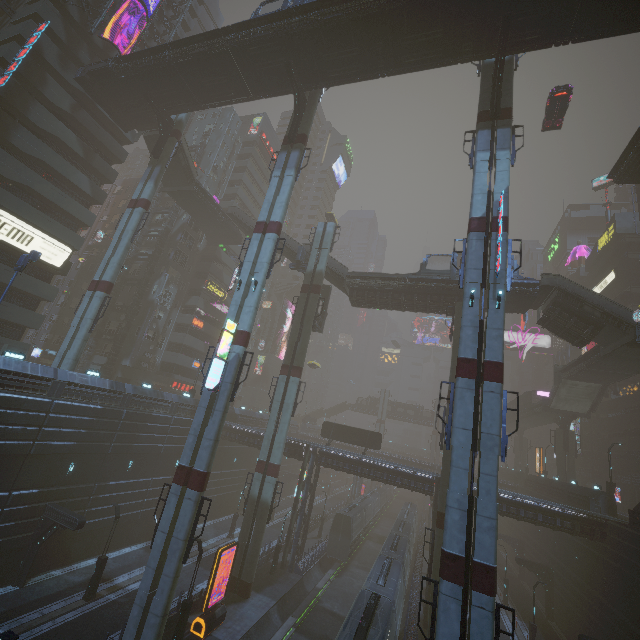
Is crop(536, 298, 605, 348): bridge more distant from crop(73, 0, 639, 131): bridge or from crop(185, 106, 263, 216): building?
crop(73, 0, 639, 131): bridge

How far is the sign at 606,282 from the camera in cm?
5022

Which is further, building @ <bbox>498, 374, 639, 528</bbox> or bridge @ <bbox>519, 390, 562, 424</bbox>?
bridge @ <bbox>519, 390, 562, 424</bbox>

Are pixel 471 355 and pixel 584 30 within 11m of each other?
no

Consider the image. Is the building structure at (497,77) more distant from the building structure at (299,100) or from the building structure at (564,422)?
the building structure at (564,422)

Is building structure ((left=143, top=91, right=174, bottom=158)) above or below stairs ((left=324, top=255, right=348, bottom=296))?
above

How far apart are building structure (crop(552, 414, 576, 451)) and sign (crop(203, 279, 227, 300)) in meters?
54.0

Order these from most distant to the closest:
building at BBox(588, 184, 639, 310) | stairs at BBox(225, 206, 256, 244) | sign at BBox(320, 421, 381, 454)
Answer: building at BBox(588, 184, 639, 310)
stairs at BBox(225, 206, 256, 244)
sign at BBox(320, 421, 381, 454)
